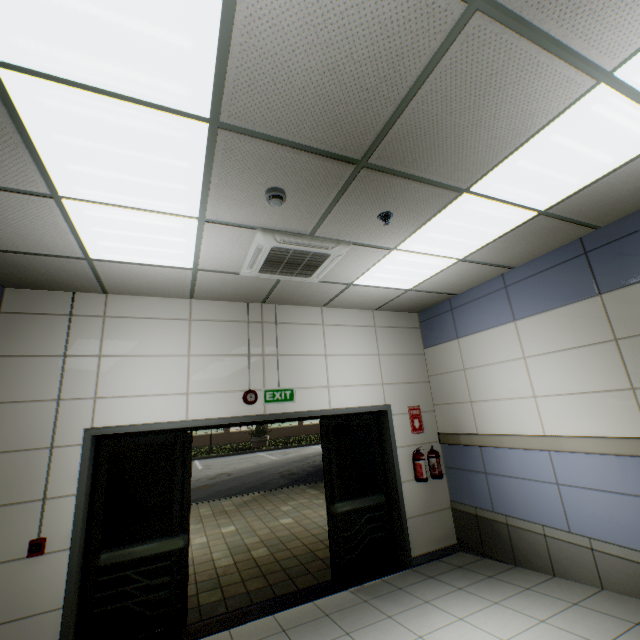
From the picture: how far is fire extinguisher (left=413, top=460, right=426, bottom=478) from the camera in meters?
4.9

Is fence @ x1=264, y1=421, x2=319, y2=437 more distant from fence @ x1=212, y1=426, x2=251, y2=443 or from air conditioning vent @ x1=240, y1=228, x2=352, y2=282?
air conditioning vent @ x1=240, y1=228, x2=352, y2=282

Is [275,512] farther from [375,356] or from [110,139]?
[110,139]

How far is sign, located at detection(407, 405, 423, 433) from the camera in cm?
532

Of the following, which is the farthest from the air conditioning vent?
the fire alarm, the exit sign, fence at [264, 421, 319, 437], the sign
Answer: fence at [264, 421, 319, 437]

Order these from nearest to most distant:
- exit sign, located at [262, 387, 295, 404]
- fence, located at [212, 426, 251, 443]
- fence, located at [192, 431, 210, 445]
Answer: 1. exit sign, located at [262, 387, 295, 404]
2. fence, located at [192, 431, 210, 445]
3. fence, located at [212, 426, 251, 443]

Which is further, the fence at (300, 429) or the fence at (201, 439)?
the fence at (300, 429)

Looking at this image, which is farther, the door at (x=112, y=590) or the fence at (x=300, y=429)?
the fence at (x=300, y=429)
